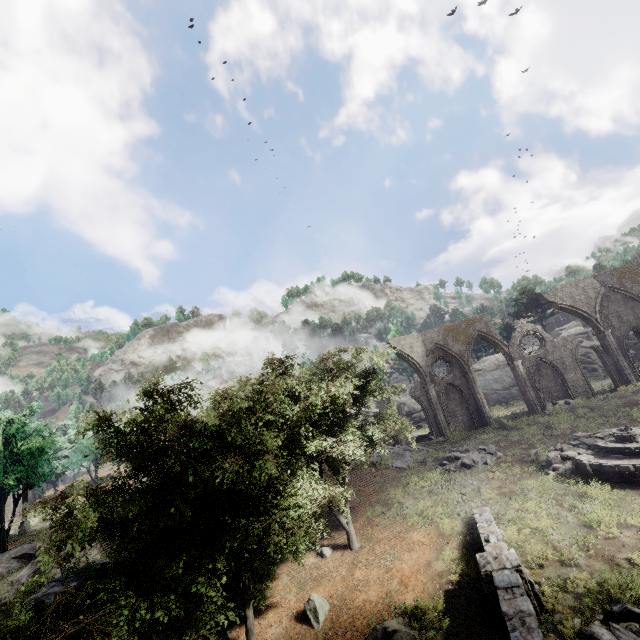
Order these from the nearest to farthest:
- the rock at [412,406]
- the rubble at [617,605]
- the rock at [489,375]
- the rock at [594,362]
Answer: the rubble at [617,605] < the rock at [594,362] < the rock at [489,375] < the rock at [412,406]

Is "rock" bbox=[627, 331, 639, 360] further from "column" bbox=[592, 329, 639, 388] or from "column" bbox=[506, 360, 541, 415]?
"column" bbox=[506, 360, 541, 415]

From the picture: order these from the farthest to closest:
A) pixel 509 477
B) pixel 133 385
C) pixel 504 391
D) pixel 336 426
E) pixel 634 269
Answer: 1. pixel 504 391
2. pixel 634 269
3. pixel 509 477
4. pixel 336 426
5. pixel 133 385

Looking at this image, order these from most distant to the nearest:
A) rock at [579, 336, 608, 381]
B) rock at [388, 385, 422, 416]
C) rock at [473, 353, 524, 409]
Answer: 1. rock at [388, 385, 422, 416]
2. rock at [473, 353, 524, 409]
3. rock at [579, 336, 608, 381]

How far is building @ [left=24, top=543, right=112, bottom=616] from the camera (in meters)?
7.73

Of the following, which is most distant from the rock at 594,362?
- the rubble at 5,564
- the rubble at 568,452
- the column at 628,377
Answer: the rubble at 5,564

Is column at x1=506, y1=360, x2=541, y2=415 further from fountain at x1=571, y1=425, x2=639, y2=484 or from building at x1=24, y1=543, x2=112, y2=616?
building at x1=24, y1=543, x2=112, y2=616

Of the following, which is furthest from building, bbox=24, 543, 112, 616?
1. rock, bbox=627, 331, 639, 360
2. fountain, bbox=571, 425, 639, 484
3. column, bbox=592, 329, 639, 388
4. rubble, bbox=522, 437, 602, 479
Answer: rubble, bbox=522, 437, 602, 479
